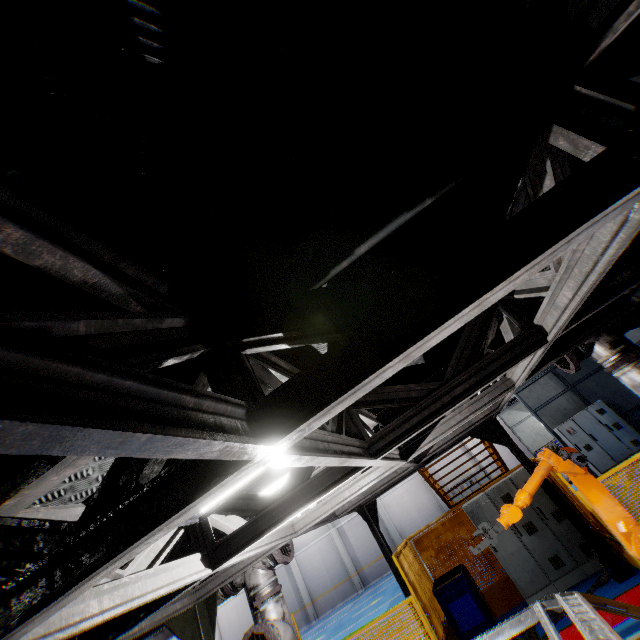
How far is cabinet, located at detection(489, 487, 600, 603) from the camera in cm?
699

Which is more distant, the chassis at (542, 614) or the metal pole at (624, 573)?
the metal pole at (624, 573)

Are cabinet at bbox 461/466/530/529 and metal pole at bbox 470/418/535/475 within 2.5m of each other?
yes

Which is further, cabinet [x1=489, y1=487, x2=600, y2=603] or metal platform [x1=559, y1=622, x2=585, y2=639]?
cabinet [x1=489, y1=487, x2=600, y2=603]

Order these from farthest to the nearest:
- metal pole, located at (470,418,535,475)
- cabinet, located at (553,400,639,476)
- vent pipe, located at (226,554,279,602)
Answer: cabinet, located at (553,400,639,476), metal pole, located at (470,418,535,475), vent pipe, located at (226,554,279,602)

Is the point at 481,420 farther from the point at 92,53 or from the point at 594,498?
the point at 92,53

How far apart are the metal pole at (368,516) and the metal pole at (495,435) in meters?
2.9 m

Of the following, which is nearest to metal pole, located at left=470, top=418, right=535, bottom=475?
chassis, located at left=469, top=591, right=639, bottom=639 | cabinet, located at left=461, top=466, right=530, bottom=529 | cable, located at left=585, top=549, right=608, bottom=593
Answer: cable, located at left=585, top=549, right=608, bottom=593
